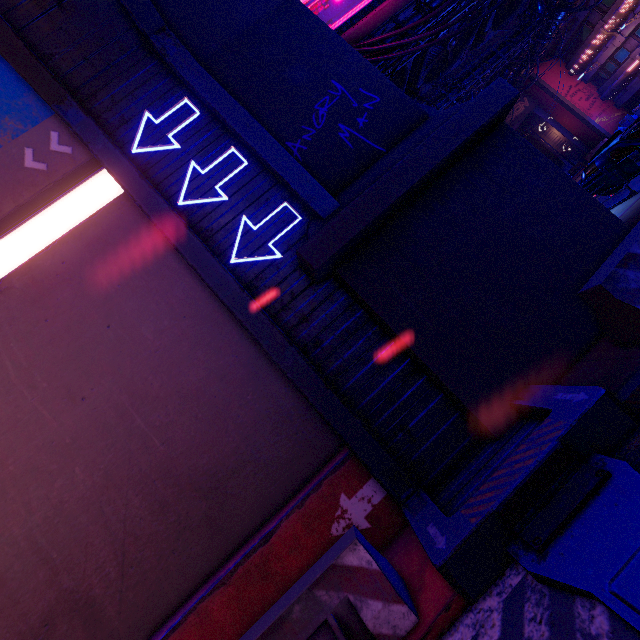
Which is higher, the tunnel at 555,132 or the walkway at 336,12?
the walkway at 336,12

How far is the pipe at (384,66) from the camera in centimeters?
1259cm

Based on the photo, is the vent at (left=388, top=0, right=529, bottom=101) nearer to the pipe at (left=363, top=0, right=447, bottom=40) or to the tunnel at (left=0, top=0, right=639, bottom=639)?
the pipe at (left=363, top=0, right=447, bottom=40)

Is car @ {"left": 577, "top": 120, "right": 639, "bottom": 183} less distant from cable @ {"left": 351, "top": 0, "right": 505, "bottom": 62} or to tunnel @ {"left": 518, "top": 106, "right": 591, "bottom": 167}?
cable @ {"left": 351, "top": 0, "right": 505, "bottom": 62}

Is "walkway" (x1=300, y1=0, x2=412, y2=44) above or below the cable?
above

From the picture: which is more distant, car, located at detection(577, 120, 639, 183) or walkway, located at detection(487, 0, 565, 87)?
walkway, located at detection(487, 0, 565, 87)

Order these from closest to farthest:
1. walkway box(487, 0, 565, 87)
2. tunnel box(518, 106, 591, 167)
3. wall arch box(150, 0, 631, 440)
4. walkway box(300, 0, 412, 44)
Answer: wall arch box(150, 0, 631, 440) → walkway box(300, 0, 412, 44) → walkway box(487, 0, 565, 87) → tunnel box(518, 106, 591, 167)

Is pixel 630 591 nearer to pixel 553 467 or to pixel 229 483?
pixel 553 467
